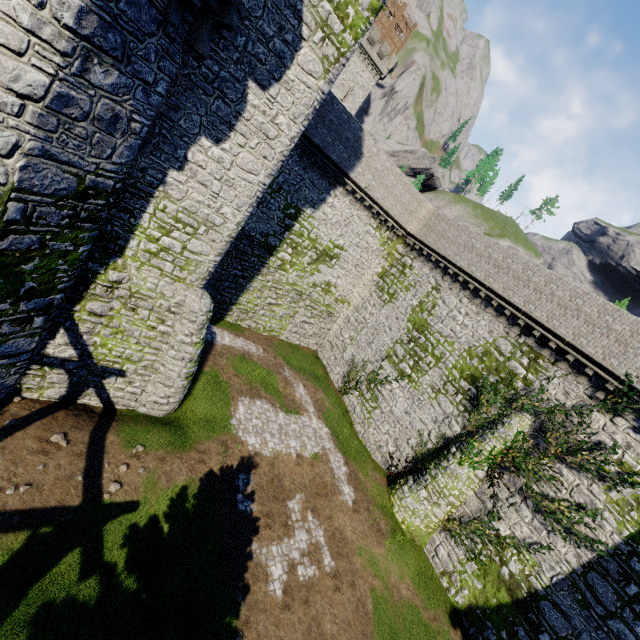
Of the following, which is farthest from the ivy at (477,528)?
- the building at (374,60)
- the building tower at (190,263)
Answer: the building at (374,60)

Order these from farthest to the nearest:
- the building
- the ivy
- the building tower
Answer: the building, the ivy, the building tower

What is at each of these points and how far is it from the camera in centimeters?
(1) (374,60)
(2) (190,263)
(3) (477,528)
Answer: (1) building, 4891cm
(2) building tower, 1261cm
(3) ivy, 1680cm

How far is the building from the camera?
47.4m

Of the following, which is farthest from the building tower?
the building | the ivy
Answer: the building

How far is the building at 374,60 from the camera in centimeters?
4739cm
